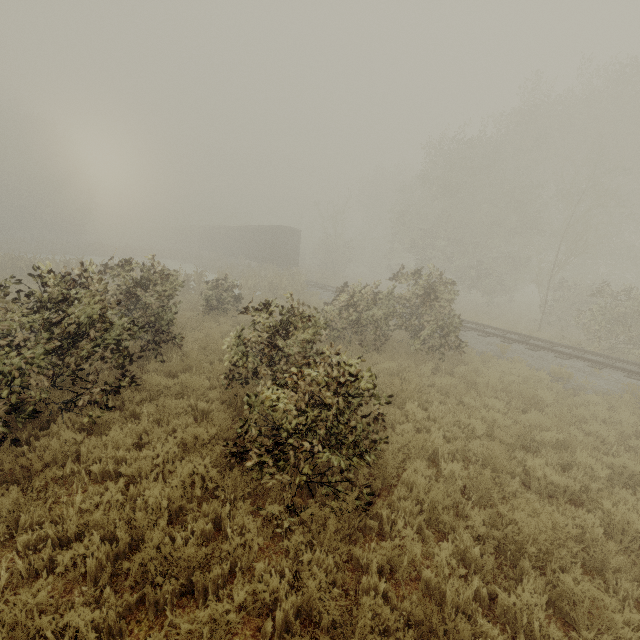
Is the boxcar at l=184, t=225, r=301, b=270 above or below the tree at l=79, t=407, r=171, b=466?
above

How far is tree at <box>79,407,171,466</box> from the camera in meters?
5.2 m

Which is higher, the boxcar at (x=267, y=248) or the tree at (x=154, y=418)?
the boxcar at (x=267, y=248)

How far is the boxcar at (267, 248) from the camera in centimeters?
3148cm

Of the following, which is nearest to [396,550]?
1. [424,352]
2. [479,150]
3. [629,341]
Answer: [424,352]

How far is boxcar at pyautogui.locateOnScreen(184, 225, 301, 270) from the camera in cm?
3148

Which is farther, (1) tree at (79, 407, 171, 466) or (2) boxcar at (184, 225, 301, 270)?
(2) boxcar at (184, 225, 301, 270)
